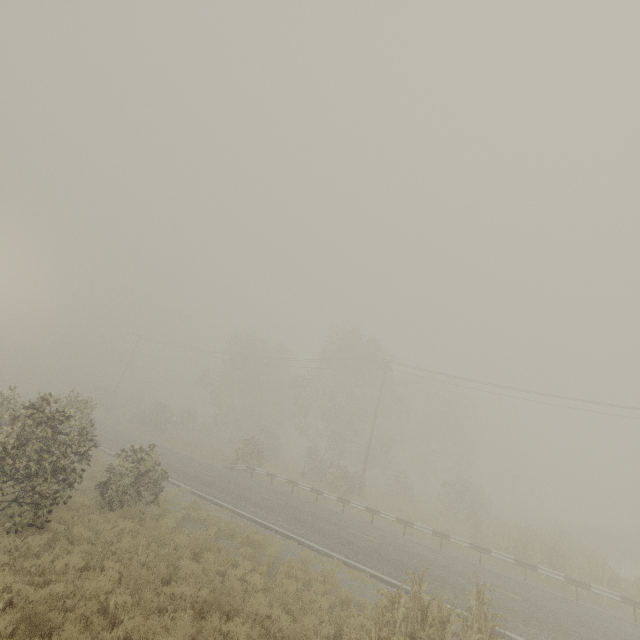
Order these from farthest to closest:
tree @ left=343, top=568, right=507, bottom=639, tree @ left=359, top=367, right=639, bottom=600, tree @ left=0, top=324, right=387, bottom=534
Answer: tree @ left=359, top=367, right=639, bottom=600
tree @ left=0, top=324, right=387, bottom=534
tree @ left=343, top=568, right=507, bottom=639

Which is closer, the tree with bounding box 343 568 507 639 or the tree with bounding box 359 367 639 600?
the tree with bounding box 343 568 507 639

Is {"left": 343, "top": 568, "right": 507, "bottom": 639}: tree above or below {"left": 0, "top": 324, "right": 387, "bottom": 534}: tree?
below

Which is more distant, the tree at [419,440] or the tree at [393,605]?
the tree at [419,440]

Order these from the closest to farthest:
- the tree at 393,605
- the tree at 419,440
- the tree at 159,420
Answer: the tree at 393,605
the tree at 159,420
the tree at 419,440

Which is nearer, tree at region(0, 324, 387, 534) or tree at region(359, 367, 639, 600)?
tree at region(0, 324, 387, 534)

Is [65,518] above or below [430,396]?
below
